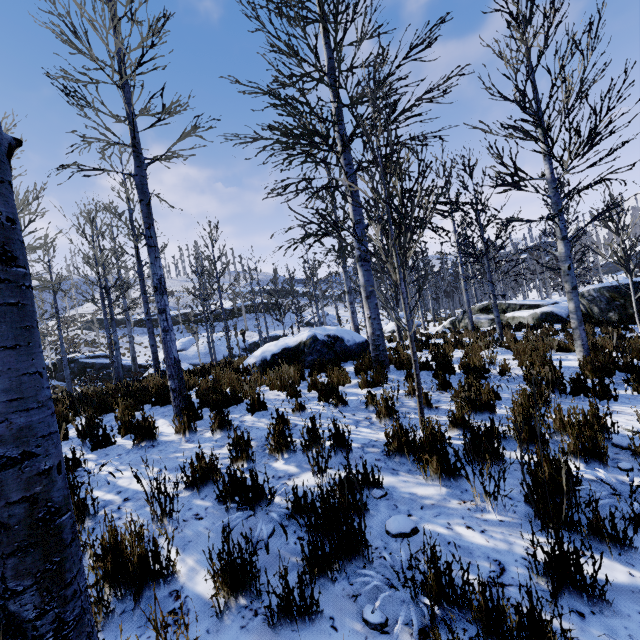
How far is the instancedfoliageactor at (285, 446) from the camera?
3.6 meters

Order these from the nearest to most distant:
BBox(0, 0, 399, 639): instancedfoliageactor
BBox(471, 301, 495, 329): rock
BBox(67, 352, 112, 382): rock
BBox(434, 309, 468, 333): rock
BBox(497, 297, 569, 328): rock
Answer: BBox(0, 0, 399, 639): instancedfoliageactor < BBox(497, 297, 569, 328): rock < BBox(471, 301, 495, 329): rock < BBox(434, 309, 468, 333): rock < BBox(67, 352, 112, 382): rock

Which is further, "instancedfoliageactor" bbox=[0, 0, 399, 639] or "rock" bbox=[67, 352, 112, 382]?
"rock" bbox=[67, 352, 112, 382]

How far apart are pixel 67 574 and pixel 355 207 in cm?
675

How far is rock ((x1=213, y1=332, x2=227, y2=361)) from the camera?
28.3 meters

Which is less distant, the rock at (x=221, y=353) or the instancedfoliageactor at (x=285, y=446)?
the instancedfoliageactor at (x=285, y=446)

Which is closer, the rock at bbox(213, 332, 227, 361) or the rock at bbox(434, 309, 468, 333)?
the rock at bbox(434, 309, 468, 333)

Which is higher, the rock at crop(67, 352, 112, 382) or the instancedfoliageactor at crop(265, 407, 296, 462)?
the rock at crop(67, 352, 112, 382)
